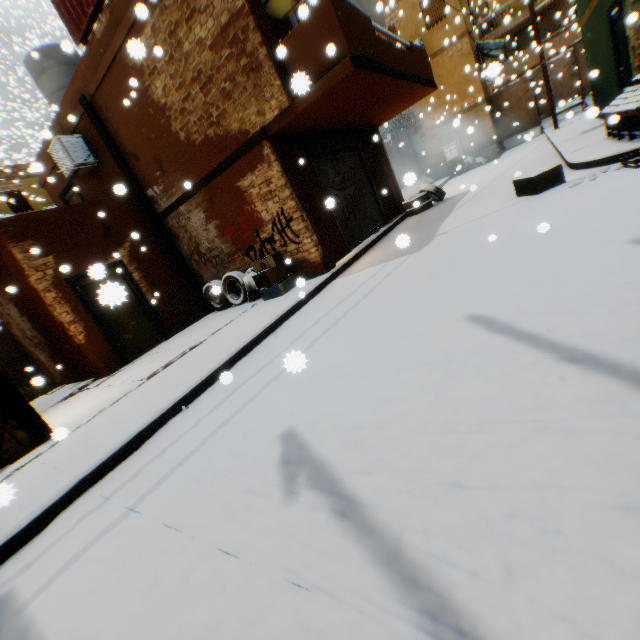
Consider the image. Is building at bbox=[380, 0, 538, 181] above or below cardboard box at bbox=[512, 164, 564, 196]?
above

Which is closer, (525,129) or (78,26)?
(78,26)

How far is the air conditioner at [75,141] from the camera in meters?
9.1 m

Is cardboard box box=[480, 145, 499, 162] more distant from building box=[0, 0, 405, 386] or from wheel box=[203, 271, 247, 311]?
wheel box=[203, 271, 247, 311]

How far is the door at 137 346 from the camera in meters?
1.2 m

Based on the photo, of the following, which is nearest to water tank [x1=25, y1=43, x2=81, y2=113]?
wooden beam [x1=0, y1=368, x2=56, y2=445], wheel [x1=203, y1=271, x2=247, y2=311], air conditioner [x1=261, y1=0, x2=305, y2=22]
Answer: wooden beam [x1=0, y1=368, x2=56, y2=445]

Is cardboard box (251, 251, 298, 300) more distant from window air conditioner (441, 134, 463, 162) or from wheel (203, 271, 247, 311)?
window air conditioner (441, 134, 463, 162)

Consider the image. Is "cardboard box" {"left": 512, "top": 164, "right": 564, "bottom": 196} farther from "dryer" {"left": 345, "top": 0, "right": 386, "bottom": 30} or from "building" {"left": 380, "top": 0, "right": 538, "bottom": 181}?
"dryer" {"left": 345, "top": 0, "right": 386, "bottom": 30}
